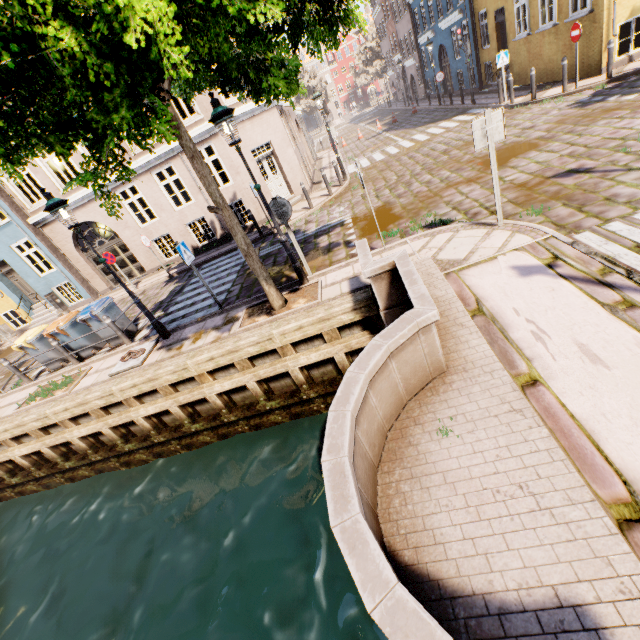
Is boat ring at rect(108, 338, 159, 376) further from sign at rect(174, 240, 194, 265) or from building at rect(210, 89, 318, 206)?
building at rect(210, 89, 318, 206)

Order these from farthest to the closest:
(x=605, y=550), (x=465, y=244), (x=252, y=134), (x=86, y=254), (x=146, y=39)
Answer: (x=86, y=254), (x=252, y=134), (x=465, y=244), (x=146, y=39), (x=605, y=550)

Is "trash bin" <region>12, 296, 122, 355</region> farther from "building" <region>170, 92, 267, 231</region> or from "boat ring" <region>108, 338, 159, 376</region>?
"building" <region>170, 92, 267, 231</region>

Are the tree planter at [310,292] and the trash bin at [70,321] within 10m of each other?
yes

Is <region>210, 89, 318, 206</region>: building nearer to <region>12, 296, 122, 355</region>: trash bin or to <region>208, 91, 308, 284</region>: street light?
<region>208, 91, 308, 284</region>: street light

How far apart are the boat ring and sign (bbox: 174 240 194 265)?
2.34m

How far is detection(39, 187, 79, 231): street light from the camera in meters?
6.4

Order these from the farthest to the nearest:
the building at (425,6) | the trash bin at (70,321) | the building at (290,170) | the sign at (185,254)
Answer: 1. the building at (290,170)
2. the building at (425,6)
3. the trash bin at (70,321)
4. the sign at (185,254)
